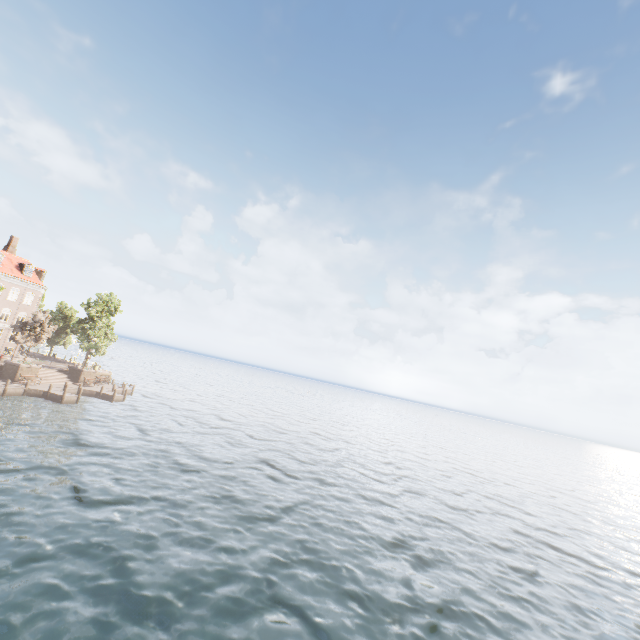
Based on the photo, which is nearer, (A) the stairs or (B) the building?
(A) the stairs

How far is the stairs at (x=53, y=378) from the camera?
40.22m

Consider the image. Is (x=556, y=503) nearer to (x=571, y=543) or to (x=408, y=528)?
(x=571, y=543)

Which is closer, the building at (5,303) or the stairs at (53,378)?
the stairs at (53,378)

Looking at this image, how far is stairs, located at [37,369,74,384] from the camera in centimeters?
4022cm

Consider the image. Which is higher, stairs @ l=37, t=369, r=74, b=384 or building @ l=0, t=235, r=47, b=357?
building @ l=0, t=235, r=47, b=357
